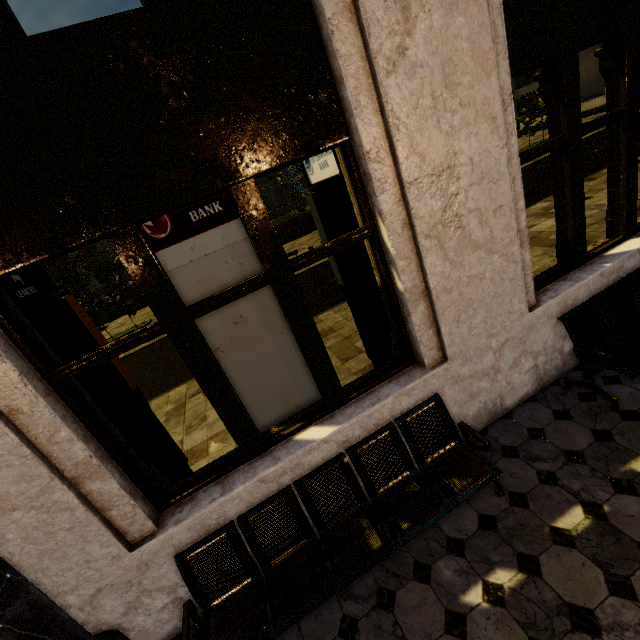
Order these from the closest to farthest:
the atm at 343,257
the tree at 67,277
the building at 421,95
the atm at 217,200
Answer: the building at 421,95 → the atm at 217,200 → the atm at 343,257 → the tree at 67,277

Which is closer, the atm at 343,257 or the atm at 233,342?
the atm at 233,342

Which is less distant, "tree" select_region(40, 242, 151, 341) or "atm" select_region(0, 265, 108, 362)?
"atm" select_region(0, 265, 108, 362)

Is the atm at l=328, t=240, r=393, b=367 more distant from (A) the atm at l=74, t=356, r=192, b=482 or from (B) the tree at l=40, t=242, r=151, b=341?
(B) the tree at l=40, t=242, r=151, b=341

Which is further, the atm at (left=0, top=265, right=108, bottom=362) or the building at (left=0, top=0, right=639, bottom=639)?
the atm at (left=0, top=265, right=108, bottom=362)

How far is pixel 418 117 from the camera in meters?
2.3 m

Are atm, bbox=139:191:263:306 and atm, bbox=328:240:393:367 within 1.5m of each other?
yes

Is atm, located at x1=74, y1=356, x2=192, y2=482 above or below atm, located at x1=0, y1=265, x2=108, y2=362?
below
